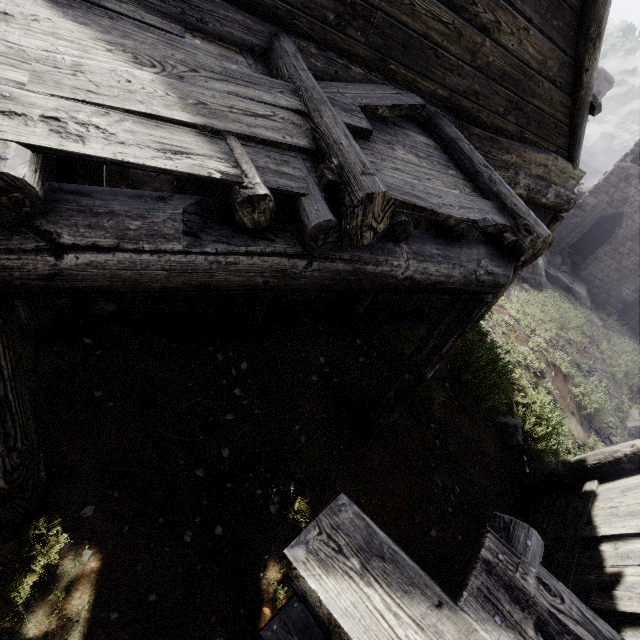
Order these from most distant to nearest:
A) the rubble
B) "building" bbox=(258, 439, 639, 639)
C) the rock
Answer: the rubble → the rock → "building" bbox=(258, 439, 639, 639)

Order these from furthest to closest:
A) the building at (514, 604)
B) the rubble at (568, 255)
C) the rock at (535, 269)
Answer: the rubble at (568, 255), the rock at (535, 269), the building at (514, 604)

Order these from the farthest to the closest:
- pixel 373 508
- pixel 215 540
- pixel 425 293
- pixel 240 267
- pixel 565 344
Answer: pixel 565 344, pixel 373 508, pixel 215 540, pixel 425 293, pixel 240 267

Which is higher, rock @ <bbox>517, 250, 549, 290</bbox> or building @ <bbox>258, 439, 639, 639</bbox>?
building @ <bbox>258, 439, 639, 639</bbox>

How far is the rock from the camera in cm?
1648

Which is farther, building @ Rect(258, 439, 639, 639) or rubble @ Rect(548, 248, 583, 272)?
rubble @ Rect(548, 248, 583, 272)

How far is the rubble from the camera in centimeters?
2043cm

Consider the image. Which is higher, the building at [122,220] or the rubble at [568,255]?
the building at [122,220]
